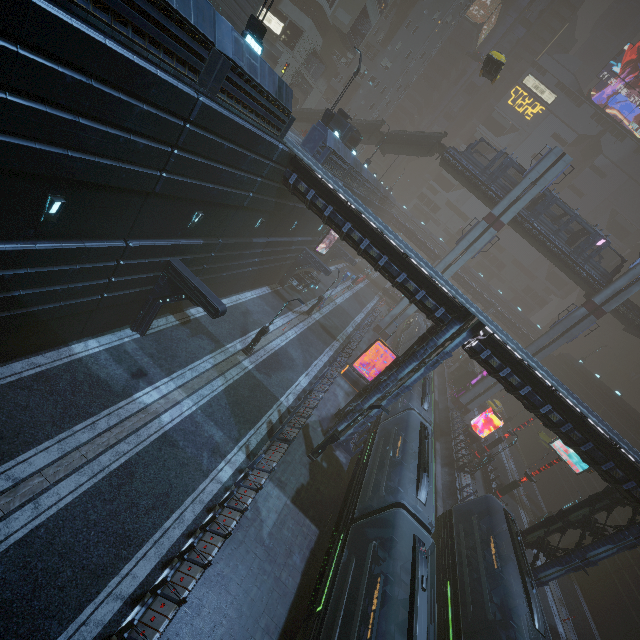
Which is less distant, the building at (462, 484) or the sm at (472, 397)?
the building at (462, 484)

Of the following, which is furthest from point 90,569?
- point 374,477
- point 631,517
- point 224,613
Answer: point 631,517

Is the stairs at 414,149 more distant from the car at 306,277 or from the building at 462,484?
the car at 306,277

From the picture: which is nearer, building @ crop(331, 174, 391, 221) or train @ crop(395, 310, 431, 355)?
building @ crop(331, 174, 391, 221)

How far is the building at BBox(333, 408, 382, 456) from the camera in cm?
1952

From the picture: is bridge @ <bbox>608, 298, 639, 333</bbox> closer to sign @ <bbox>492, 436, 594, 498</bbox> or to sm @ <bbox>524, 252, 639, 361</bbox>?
sm @ <bbox>524, 252, 639, 361</bbox>

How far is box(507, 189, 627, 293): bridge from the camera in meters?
33.8
